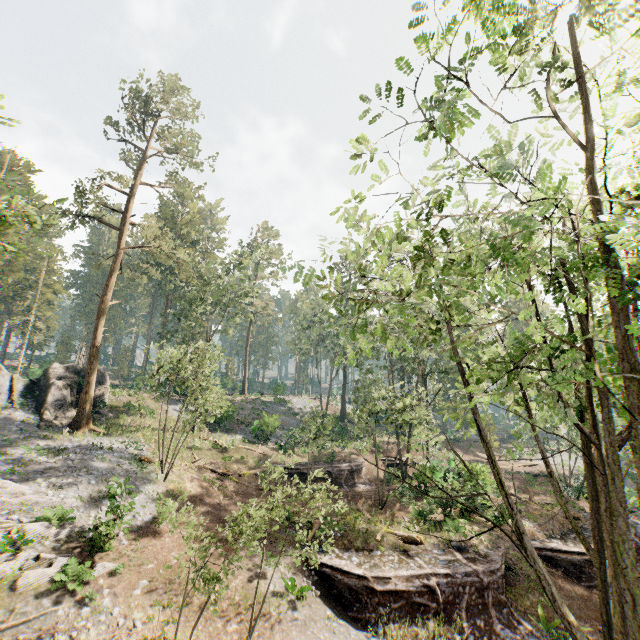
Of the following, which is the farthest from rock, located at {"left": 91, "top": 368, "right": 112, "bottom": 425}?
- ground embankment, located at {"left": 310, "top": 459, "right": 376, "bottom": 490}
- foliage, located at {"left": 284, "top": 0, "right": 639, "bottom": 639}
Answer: ground embankment, located at {"left": 310, "top": 459, "right": 376, "bottom": 490}

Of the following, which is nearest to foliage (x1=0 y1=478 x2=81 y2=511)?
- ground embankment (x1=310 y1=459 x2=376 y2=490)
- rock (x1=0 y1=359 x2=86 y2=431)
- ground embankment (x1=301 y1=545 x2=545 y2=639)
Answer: rock (x1=0 y1=359 x2=86 y2=431)

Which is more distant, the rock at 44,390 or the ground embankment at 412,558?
the rock at 44,390

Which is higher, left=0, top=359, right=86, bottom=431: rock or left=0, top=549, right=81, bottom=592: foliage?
left=0, top=359, right=86, bottom=431: rock

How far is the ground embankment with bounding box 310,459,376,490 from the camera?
27.87m

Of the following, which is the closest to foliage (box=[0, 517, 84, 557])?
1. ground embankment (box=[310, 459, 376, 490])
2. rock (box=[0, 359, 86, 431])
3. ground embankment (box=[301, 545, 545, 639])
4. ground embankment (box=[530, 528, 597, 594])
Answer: ground embankment (box=[530, 528, 597, 594])

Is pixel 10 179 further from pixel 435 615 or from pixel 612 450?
pixel 435 615

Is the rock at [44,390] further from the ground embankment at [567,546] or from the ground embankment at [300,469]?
the ground embankment at [567,546]
